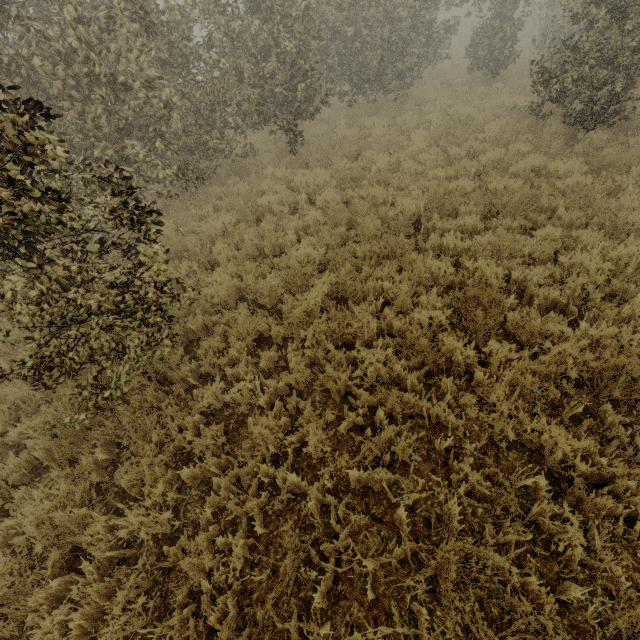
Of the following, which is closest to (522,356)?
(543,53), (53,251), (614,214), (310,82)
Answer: (614,214)
